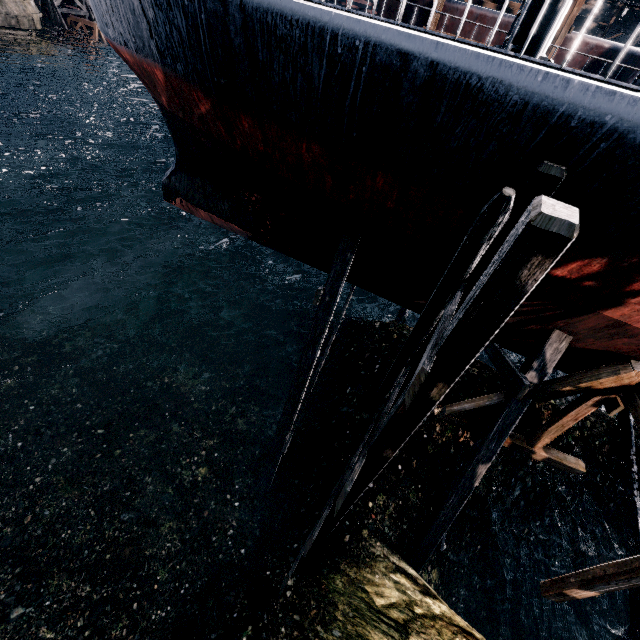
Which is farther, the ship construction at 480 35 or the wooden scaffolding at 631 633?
the ship construction at 480 35

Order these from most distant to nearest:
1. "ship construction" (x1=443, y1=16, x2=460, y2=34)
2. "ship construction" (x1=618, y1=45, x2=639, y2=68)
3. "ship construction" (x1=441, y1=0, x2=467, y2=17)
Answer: "ship construction" (x1=443, y1=16, x2=460, y2=34) → "ship construction" (x1=441, y1=0, x2=467, y2=17) → "ship construction" (x1=618, y1=45, x2=639, y2=68)

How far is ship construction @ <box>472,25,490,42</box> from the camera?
23.3 meters

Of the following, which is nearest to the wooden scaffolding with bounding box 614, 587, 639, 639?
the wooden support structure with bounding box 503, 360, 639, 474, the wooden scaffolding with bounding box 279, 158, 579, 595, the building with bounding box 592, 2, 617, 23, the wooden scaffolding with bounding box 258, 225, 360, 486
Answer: the wooden support structure with bounding box 503, 360, 639, 474

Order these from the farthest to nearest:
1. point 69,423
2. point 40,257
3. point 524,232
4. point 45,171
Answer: point 45,171, point 40,257, point 69,423, point 524,232

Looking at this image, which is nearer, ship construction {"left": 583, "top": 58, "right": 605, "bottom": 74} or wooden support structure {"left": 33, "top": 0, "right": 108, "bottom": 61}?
ship construction {"left": 583, "top": 58, "right": 605, "bottom": 74}

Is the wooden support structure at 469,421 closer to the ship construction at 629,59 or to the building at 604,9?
the ship construction at 629,59

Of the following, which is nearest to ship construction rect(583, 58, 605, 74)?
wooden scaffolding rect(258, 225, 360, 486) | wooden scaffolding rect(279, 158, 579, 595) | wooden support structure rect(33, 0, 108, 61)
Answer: wooden scaffolding rect(258, 225, 360, 486)
